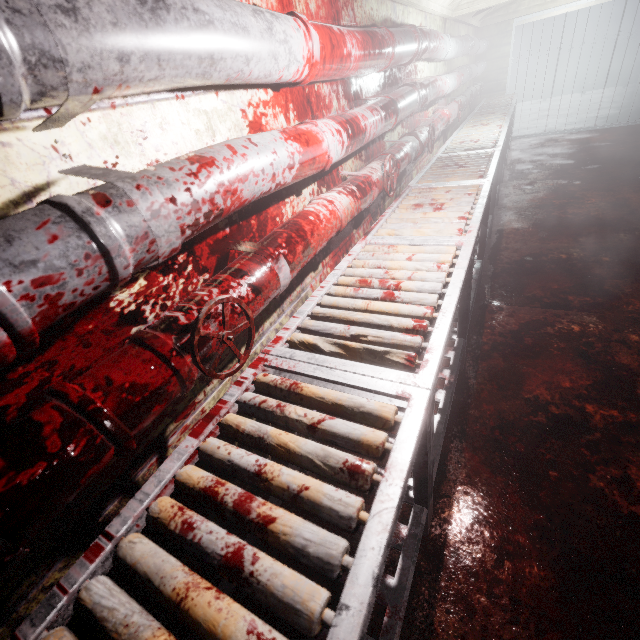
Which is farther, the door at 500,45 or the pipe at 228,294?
the door at 500,45

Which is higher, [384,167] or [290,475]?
[384,167]

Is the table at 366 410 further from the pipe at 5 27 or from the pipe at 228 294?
the pipe at 5 27

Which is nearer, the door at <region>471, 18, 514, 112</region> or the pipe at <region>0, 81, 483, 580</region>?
the pipe at <region>0, 81, 483, 580</region>

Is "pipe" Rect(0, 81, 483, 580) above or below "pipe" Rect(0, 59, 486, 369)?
below

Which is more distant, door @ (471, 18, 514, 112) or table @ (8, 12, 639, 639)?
door @ (471, 18, 514, 112)

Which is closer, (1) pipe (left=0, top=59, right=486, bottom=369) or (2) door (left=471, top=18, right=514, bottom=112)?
(1) pipe (left=0, top=59, right=486, bottom=369)

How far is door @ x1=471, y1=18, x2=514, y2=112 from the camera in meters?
6.0 m
